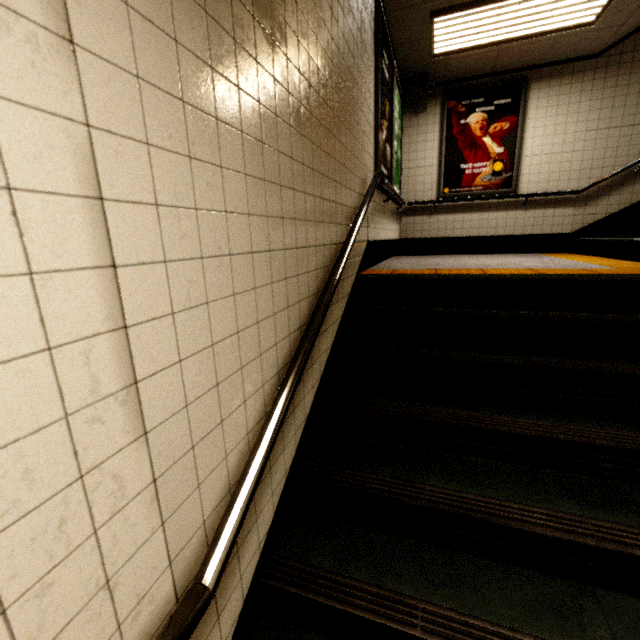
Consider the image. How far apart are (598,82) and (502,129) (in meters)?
1.37

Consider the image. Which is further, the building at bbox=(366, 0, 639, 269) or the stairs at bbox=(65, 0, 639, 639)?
the building at bbox=(366, 0, 639, 269)

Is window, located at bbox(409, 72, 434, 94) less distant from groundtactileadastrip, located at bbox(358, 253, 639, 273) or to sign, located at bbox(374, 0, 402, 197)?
sign, located at bbox(374, 0, 402, 197)

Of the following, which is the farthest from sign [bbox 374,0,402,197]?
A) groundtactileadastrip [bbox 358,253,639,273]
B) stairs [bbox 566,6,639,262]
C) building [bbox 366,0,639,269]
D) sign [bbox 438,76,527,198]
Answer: stairs [bbox 566,6,639,262]

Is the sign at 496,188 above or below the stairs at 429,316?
above

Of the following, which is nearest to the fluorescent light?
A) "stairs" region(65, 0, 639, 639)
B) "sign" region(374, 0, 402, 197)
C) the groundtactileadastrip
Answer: "sign" region(374, 0, 402, 197)

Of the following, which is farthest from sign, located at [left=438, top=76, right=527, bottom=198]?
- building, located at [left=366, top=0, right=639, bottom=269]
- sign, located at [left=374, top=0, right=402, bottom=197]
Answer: sign, located at [left=374, top=0, right=402, bottom=197]

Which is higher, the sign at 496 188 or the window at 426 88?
the window at 426 88
